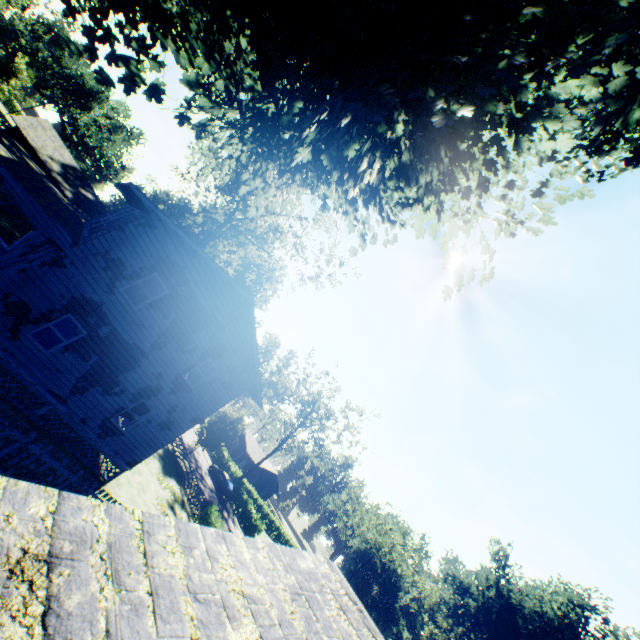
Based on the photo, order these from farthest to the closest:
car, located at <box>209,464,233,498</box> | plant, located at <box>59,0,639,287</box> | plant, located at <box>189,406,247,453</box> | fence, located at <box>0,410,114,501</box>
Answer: car, located at <box>209,464,233,498</box> → plant, located at <box>189,406,247,453</box> → fence, located at <box>0,410,114,501</box> → plant, located at <box>59,0,639,287</box>

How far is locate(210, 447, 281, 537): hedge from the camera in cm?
3919

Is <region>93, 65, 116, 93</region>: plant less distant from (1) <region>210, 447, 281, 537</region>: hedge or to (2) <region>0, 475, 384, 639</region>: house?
(2) <region>0, 475, 384, 639</region>: house

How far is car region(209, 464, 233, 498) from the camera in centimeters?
3859cm

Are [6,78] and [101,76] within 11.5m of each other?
no

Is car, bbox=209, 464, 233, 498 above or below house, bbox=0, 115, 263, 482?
below

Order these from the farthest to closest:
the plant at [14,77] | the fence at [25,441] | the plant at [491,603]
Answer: the plant at [491,603]
the plant at [14,77]
the fence at [25,441]

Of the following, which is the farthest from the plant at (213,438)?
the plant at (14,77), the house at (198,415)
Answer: the plant at (14,77)
